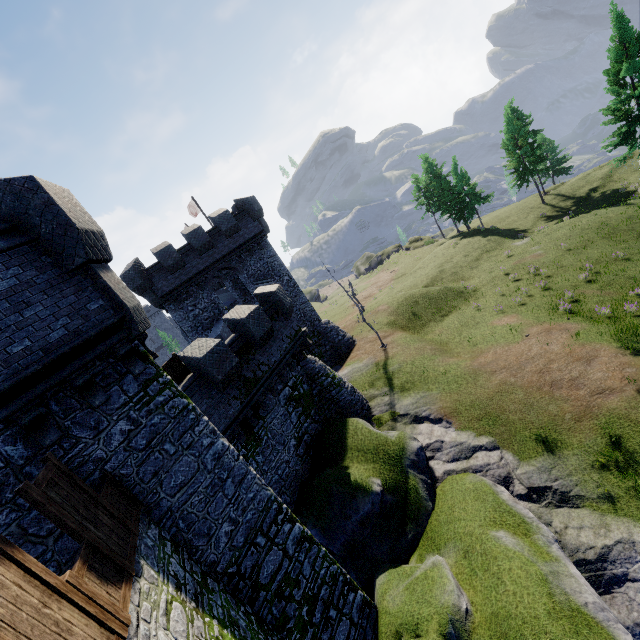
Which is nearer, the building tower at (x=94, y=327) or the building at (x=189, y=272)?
the building tower at (x=94, y=327)

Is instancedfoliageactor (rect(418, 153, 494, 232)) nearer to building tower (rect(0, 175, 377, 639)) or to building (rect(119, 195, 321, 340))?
building (rect(119, 195, 321, 340))

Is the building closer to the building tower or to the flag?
the flag

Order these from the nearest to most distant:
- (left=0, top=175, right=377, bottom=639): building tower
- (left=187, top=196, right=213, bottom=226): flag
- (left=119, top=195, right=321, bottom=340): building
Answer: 1. (left=0, top=175, right=377, bottom=639): building tower
2. (left=119, top=195, right=321, bottom=340): building
3. (left=187, top=196, right=213, bottom=226): flag

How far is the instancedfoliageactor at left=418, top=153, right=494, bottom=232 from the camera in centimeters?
4338cm

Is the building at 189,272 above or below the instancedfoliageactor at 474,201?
above

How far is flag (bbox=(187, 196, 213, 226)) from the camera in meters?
33.5

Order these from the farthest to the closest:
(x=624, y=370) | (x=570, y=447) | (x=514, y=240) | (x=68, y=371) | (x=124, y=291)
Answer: (x=514, y=240)
(x=624, y=370)
(x=570, y=447)
(x=124, y=291)
(x=68, y=371)
